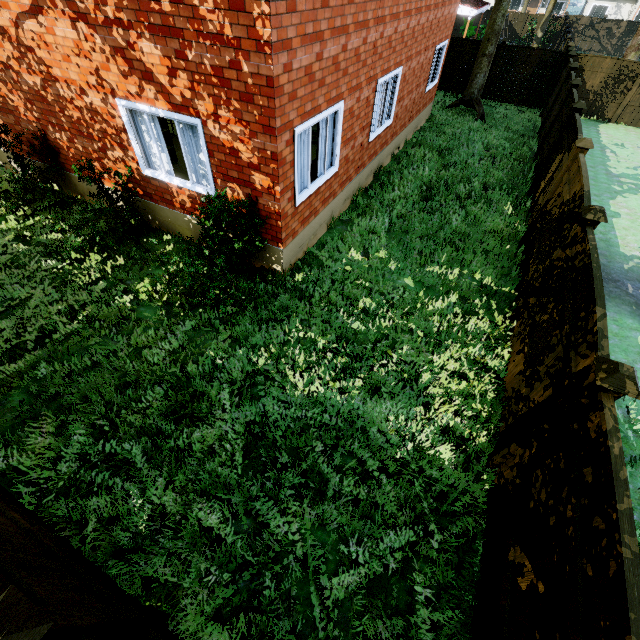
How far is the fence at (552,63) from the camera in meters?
15.5

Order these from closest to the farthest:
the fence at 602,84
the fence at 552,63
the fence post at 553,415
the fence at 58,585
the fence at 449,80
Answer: the fence at 58,585
the fence post at 553,415
the fence at 602,84
the fence at 552,63
the fence at 449,80

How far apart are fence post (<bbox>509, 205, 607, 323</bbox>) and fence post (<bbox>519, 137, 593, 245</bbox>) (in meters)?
2.83

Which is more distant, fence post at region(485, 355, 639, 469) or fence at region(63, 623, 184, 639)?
fence post at region(485, 355, 639, 469)

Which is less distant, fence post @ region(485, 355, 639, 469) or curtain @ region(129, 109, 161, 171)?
fence post @ region(485, 355, 639, 469)

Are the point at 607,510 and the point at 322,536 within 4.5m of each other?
yes

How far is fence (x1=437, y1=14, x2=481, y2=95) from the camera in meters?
16.4 m

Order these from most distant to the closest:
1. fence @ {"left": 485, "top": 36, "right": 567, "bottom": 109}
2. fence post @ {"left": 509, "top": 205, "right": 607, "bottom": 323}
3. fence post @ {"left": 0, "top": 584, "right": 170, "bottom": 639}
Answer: fence @ {"left": 485, "top": 36, "right": 567, "bottom": 109} < fence post @ {"left": 509, "top": 205, "right": 607, "bottom": 323} < fence post @ {"left": 0, "top": 584, "right": 170, "bottom": 639}
